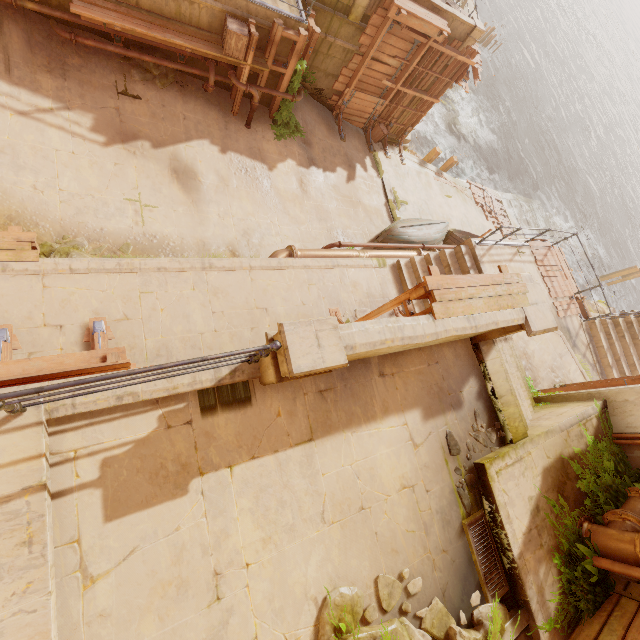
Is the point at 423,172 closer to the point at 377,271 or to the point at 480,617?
the point at 377,271

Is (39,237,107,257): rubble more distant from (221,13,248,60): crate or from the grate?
the grate

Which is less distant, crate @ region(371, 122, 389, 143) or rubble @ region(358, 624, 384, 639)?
rubble @ region(358, 624, 384, 639)

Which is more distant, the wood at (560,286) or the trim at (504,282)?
the wood at (560,286)

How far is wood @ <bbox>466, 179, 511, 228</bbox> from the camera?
22.0 meters

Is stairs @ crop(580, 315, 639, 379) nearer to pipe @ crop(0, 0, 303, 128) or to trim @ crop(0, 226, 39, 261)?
pipe @ crop(0, 0, 303, 128)

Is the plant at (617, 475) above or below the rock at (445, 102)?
above

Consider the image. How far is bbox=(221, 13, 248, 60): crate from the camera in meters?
8.5 m
